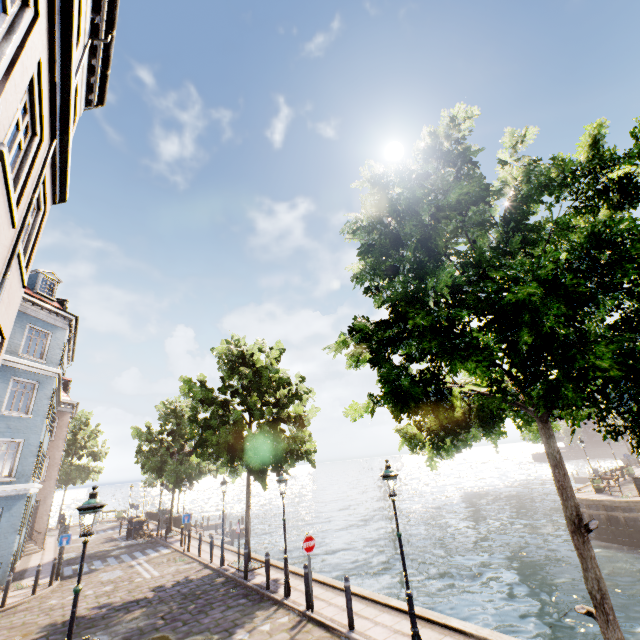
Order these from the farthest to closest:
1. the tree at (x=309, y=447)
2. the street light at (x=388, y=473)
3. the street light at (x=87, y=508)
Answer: the tree at (x=309, y=447)
the street light at (x=388, y=473)
the street light at (x=87, y=508)

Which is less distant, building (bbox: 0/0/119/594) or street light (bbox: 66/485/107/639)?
building (bbox: 0/0/119/594)

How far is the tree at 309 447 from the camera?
14.7m

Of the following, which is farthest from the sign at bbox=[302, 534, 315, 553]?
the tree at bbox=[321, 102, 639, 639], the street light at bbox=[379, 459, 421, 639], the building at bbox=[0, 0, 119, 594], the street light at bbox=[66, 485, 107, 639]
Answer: the building at bbox=[0, 0, 119, 594]

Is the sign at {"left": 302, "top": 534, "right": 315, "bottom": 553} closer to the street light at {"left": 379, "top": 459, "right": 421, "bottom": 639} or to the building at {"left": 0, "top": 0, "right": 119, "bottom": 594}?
the street light at {"left": 379, "top": 459, "right": 421, "bottom": 639}

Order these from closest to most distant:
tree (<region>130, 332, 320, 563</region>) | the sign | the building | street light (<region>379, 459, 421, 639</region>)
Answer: the building → street light (<region>379, 459, 421, 639</region>) → the sign → tree (<region>130, 332, 320, 563</region>)

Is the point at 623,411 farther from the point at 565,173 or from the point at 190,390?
the point at 190,390

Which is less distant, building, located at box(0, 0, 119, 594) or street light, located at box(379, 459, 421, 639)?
building, located at box(0, 0, 119, 594)
